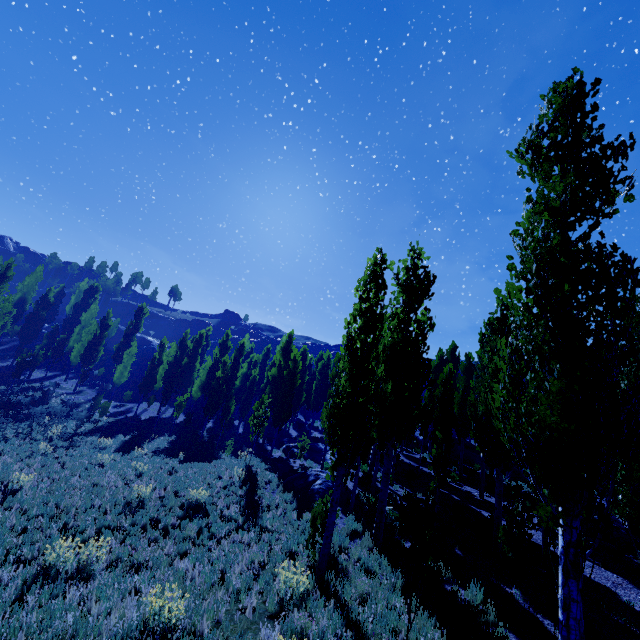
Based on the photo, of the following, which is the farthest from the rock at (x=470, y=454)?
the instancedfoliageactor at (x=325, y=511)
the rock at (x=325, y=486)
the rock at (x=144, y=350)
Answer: the rock at (x=144, y=350)

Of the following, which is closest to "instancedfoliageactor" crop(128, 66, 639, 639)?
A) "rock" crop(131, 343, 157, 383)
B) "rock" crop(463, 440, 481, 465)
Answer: "rock" crop(463, 440, 481, 465)

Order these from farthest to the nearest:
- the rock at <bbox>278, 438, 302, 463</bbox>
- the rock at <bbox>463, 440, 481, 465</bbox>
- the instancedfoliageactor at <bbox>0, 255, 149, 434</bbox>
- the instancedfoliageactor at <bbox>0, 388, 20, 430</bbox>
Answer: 1. the instancedfoliageactor at <bbox>0, 255, 149, 434</bbox>
2. the rock at <bbox>463, 440, 481, 465</bbox>
3. the rock at <bbox>278, 438, 302, 463</bbox>
4. the instancedfoliageactor at <bbox>0, 388, 20, 430</bbox>

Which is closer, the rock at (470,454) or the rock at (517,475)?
the rock at (517,475)

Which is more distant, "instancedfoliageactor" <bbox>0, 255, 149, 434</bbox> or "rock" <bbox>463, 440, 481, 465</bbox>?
"instancedfoliageactor" <bbox>0, 255, 149, 434</bbox>

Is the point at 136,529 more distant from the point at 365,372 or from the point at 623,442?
the point at 623,442

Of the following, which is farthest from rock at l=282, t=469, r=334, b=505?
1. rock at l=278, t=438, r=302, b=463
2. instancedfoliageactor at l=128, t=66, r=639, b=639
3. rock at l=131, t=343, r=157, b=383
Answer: rock at l=131, t=343, r=157, b=383
